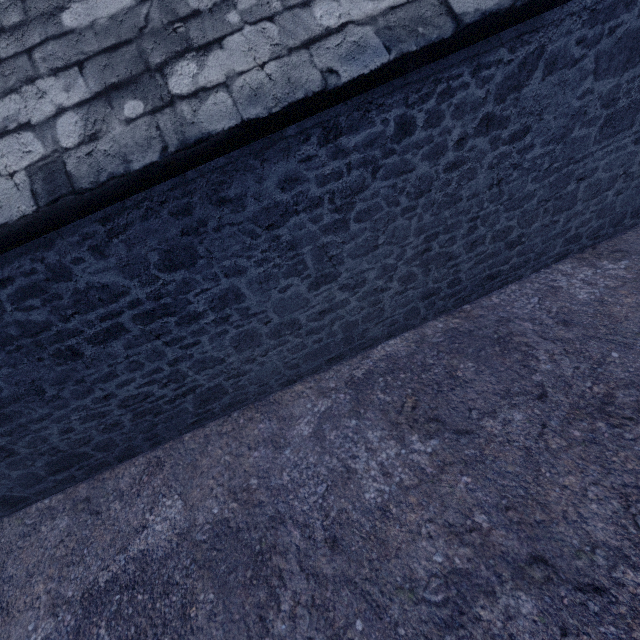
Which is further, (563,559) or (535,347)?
(535,347)
